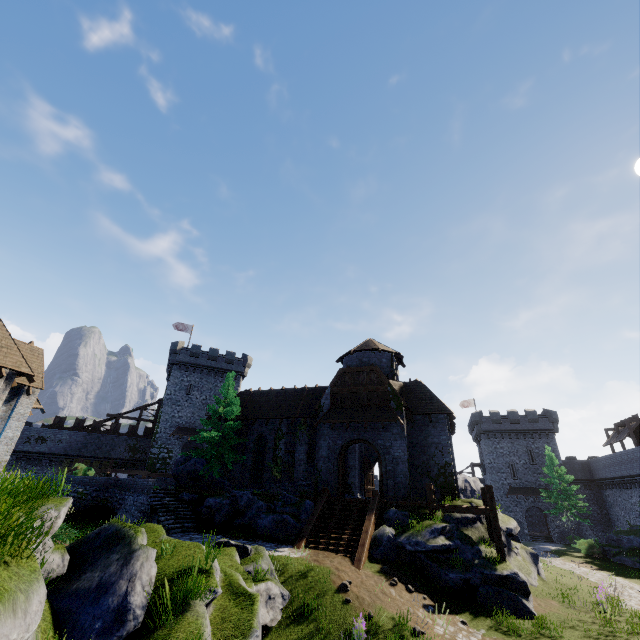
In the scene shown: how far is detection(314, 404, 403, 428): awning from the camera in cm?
2197

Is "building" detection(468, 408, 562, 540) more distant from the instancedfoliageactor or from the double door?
the instancedfoliageactor

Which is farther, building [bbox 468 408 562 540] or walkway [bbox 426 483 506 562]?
building [bbox 468 408 562 540]

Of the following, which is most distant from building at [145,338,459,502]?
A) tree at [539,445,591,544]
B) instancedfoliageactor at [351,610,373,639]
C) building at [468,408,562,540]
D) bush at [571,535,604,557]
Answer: building at [468,408,562,540]

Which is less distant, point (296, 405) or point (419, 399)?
point (419, 399)

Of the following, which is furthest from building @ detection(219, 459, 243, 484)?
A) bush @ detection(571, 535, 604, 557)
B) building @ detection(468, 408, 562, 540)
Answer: building @ detection(468, 408, 562, 540)

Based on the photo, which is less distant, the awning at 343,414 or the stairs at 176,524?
the stairs at 176,524

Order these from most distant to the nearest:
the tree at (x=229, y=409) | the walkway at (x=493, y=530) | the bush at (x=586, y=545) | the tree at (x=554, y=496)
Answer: the tree at (x=554, y=496), the bush at (x=586, y=545), the tree at (x=229, y=409), the walkway at (x=493, y=530)
